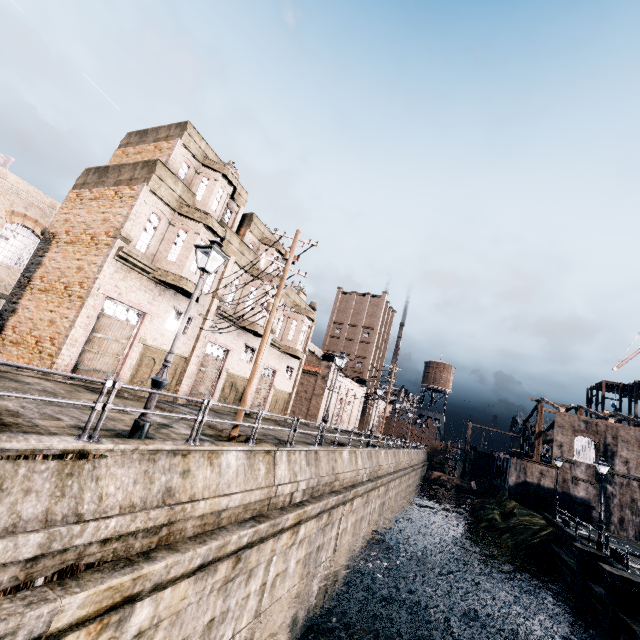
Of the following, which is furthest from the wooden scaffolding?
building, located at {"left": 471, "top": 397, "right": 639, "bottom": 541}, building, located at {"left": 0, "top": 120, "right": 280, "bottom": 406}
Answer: building, located at {"left": 0, "top": 120, "right": 280, "bottom": 406}

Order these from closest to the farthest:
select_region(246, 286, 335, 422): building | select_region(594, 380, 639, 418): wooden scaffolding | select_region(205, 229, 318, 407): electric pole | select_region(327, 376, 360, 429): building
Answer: select_region(205, 229, 318, 407): electric pole, select_region(246, 286, 335, 422): building, select_region(327, 376, 360, 429): building, select_region(594, 380, 639, 418): wooden scaffolding

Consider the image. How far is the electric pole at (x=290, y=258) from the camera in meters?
12.6

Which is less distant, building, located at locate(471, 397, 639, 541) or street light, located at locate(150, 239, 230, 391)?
street light, located at locate(150, 239, 230, 391)

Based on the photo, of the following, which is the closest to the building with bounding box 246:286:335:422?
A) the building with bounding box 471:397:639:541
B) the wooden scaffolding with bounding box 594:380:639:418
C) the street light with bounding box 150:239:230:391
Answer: the street light with bounding box 150:239:230:391

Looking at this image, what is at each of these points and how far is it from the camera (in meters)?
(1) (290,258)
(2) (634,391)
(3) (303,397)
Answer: (1) electric pole, 13.94
(2) wooden scaffolding, 53.50
(3) building, 46.97

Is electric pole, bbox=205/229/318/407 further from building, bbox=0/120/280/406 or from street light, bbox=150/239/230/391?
street light, bbox=150/239/230/391

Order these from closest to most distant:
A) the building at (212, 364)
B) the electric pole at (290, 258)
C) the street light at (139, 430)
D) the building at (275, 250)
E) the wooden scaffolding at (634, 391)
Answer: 1. the street light at (139, 430)
2. the electric pole at (290, 258)
3. the building at (212, 364)
4. the building at (275, 250)
5. the wooden scaffolding at (634, 391)
